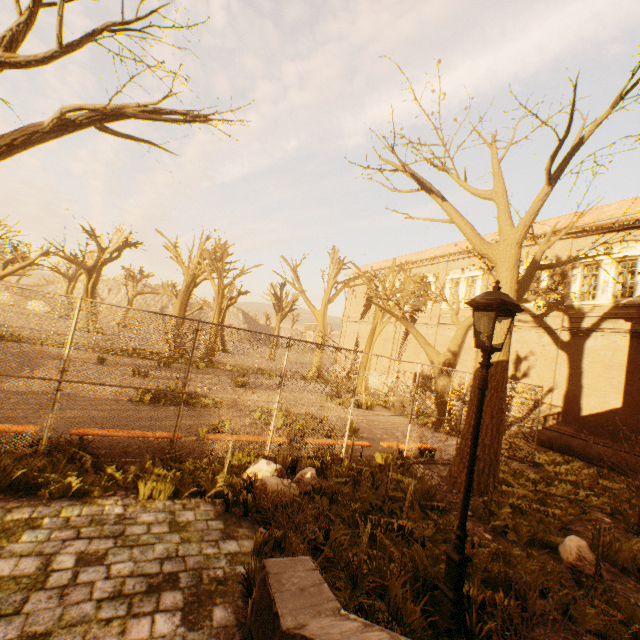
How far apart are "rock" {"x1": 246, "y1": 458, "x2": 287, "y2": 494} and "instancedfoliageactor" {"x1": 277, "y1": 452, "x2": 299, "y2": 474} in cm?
29

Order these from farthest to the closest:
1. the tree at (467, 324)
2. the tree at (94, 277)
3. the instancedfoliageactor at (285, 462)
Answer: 1. the tree at (94, 277)
2. the tree at (467, 324)
3. the instancedfoliageactor at (285, 462)

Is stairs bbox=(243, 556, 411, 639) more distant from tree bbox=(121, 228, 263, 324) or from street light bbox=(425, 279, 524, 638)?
tree bbox=(121, 228, 263, 324)

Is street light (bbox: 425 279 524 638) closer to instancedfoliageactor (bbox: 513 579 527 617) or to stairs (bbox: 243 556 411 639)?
instancedfoliageactor (bbox: 513 579 527 617)

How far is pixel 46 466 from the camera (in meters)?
5.11

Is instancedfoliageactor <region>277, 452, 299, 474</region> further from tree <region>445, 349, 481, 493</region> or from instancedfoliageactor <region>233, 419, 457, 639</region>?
tree <region>445, 349, 481, 493</region>

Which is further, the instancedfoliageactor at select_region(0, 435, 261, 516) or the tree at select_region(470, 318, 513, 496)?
the tree at select_region(470, 318, 513, 496)

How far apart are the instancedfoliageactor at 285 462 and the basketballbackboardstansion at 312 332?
8.53m
